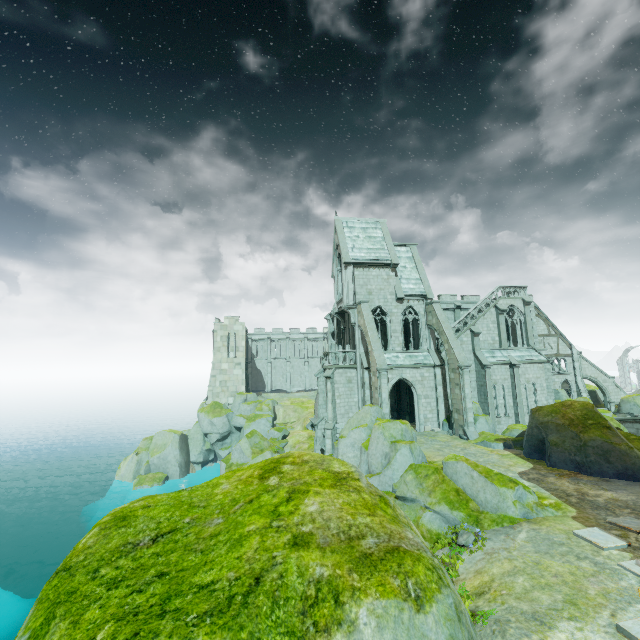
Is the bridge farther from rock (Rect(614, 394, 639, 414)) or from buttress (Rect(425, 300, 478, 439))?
buttress (Rect(425, 300, 478, 439))

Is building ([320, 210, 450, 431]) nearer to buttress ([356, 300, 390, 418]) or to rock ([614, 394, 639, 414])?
buttress ([356, 300, 390, 418])

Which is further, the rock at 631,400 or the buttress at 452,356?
the rock at 631,400

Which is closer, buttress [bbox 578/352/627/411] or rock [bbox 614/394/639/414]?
rock [bbox 614/394/639/414]

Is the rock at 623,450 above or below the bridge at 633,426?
above

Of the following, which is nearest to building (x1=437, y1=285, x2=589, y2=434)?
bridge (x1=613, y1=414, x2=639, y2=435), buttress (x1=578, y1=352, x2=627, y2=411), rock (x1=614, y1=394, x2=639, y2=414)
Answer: buttress (x1=578, y1=352, x2=627, y2=411)

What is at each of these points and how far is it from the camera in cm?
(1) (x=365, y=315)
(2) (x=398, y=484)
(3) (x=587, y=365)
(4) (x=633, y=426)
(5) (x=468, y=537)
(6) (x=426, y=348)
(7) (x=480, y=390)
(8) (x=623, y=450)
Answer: (1) buttress, 2769
(2) rock, 1708
(3) buttress, 3800
(4) bridge, 2847
(5) plant, 1102
(6) building, 3062
(7) building, 3109
(8) rock, 1652

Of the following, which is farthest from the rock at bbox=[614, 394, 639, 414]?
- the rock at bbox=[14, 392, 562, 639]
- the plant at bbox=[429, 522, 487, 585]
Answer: the rock at bbox=[14, 392, 562, 639]
